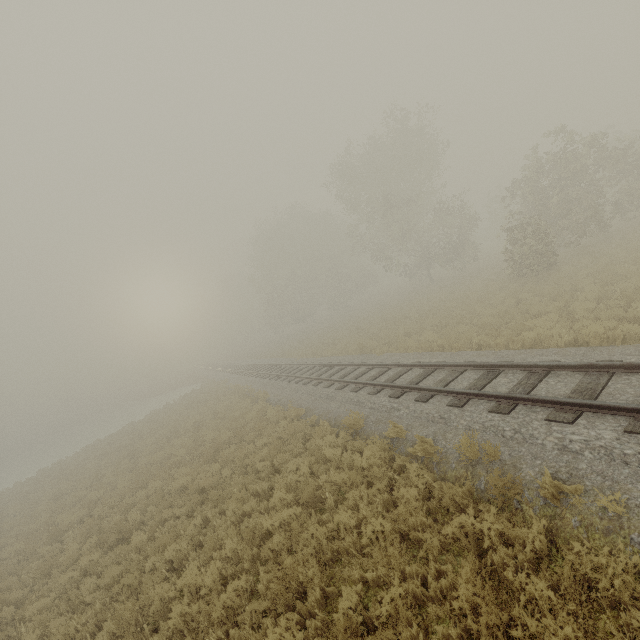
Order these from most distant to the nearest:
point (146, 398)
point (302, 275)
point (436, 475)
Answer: point (146, 398) → point (302, 275) → point (436, 475)
